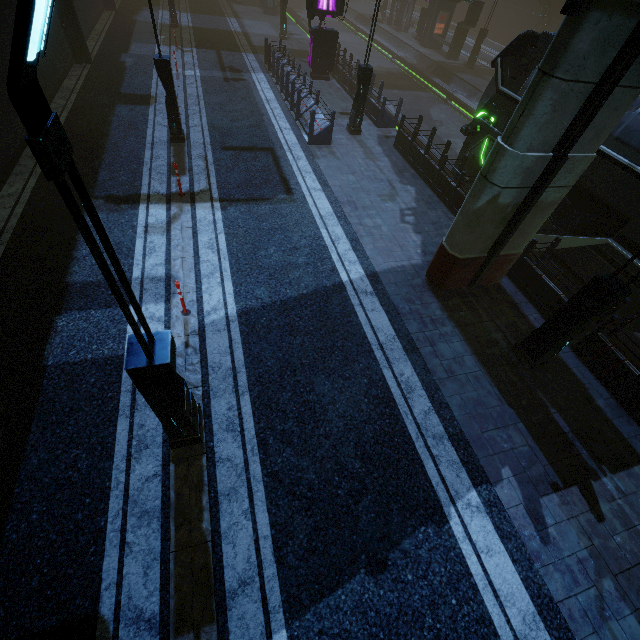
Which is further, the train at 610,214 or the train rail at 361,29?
the train rail at 361,29

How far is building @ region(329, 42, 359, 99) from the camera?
17.5 meters

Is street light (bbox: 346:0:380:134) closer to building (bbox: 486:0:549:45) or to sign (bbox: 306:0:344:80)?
building (bbox: 486:0:549:45)

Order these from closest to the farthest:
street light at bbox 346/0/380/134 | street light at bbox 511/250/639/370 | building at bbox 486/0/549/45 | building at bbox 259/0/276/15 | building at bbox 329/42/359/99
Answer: street light at bbox 511/250/639/370
street light at bbox 346/0/380/134
building at bbox 329/42/359/99
building at bbox 259/0/276/15
building at bbox 486/0/549/45

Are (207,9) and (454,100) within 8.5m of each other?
no

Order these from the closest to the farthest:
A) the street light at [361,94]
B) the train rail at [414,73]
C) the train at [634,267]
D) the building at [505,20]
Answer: the train at [634,267] < the street light at [361,94] < the train rail at [414,73] < the building at [505,20]

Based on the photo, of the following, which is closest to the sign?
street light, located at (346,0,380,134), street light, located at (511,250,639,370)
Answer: street light, located at (346,0,380,134)

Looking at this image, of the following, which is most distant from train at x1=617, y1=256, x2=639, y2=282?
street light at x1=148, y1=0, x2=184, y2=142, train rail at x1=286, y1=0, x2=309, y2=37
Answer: street light at x1=148, y1=0, x2=184, y2=142
